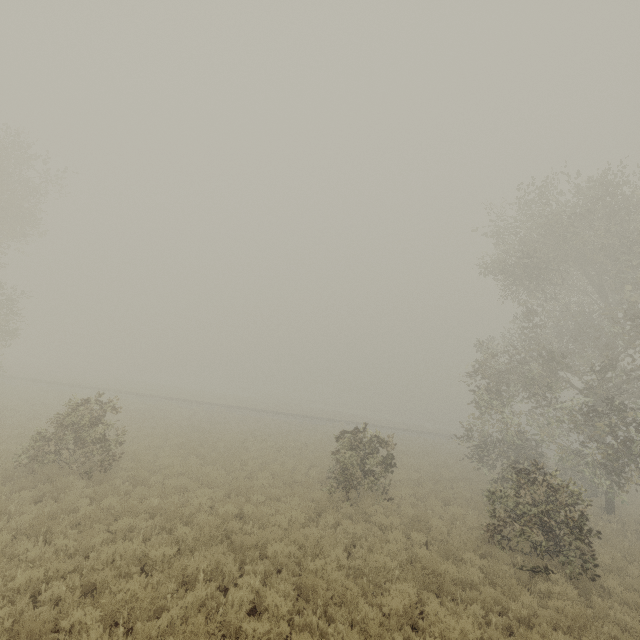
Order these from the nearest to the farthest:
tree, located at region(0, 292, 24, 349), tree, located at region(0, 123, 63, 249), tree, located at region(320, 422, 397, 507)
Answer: tree, located at region(320, 422, 397, 507), tree, located at region(0, 123, 63, 249), tree, located at region(0, 292, 24, 349)

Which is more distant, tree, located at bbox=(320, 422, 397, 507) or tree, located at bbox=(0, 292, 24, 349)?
tree, located at bbox=(0, 292, 24, 349)

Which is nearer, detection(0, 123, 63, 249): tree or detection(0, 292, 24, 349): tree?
detection(0, 123, 63, 249): tree

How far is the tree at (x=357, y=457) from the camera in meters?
12.9 m

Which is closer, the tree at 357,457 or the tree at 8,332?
the tree at 357,457

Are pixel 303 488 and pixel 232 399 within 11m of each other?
no

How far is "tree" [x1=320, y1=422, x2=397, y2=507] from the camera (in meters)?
12.88
